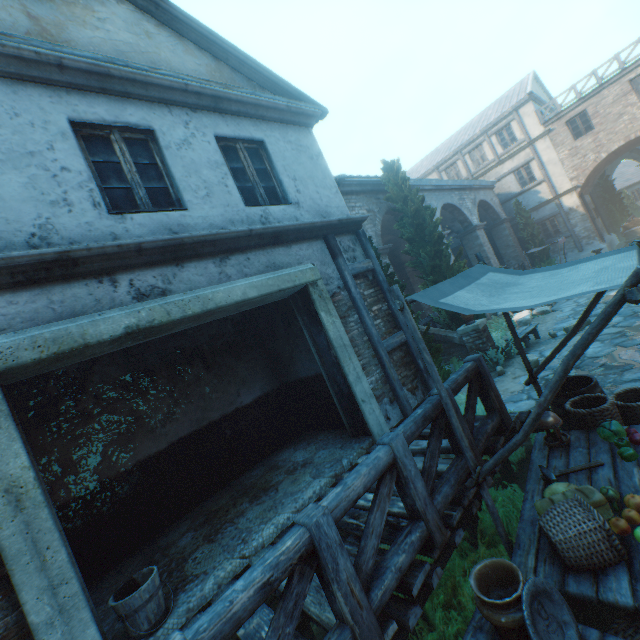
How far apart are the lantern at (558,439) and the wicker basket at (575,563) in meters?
1.3 m

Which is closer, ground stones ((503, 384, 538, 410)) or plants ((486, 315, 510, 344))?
ground stones ((503, 384, 538, 410))

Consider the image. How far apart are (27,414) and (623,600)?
6.96m

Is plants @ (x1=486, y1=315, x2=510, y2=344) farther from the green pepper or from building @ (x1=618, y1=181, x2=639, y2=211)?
building @ (x1=618, y1=181, x2=639, y2=211)

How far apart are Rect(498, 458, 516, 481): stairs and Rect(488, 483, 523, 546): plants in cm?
41

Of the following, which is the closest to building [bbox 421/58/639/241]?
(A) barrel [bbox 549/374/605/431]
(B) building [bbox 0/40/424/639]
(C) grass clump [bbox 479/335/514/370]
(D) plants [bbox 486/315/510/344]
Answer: (B) building [bbox 0/40/424/639]

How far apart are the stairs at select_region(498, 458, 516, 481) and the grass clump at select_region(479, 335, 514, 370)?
3.0 meters

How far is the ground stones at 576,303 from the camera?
9.84m
